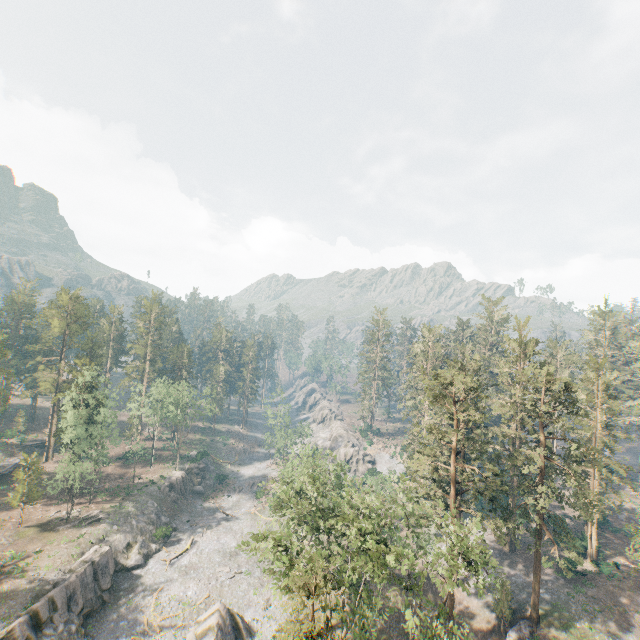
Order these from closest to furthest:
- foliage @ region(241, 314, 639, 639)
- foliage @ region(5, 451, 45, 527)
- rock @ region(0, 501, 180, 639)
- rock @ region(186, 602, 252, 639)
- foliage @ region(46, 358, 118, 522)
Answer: foliage @ region(241, 314, 639, 639), rock @ region(0, 501, 180, 639), rock @ region(186, 602, 252, 639), foliage @ region(5, 451, 45, 527), foliage @ region(46, 358, 118, 522)

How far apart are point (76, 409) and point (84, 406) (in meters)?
2.57

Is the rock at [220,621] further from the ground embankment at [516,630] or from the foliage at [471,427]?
the ground embankment at [516,630]

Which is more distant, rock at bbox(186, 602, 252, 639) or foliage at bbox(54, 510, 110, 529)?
foliage at bbox(54, 510, 110, 529)

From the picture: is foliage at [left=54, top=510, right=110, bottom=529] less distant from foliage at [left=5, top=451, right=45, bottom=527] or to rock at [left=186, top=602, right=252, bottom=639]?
rock at [left=186, top=602, right=252, bottom=639]

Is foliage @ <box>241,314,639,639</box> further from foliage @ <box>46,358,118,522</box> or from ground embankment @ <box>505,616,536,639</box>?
foliage @ <box>46,358,118,522</box>

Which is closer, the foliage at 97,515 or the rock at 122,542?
the rock at 122,542

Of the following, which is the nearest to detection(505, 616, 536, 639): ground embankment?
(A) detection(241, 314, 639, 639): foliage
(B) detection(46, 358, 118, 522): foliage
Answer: (A) detection(241, 314, 639, 639): foliage
